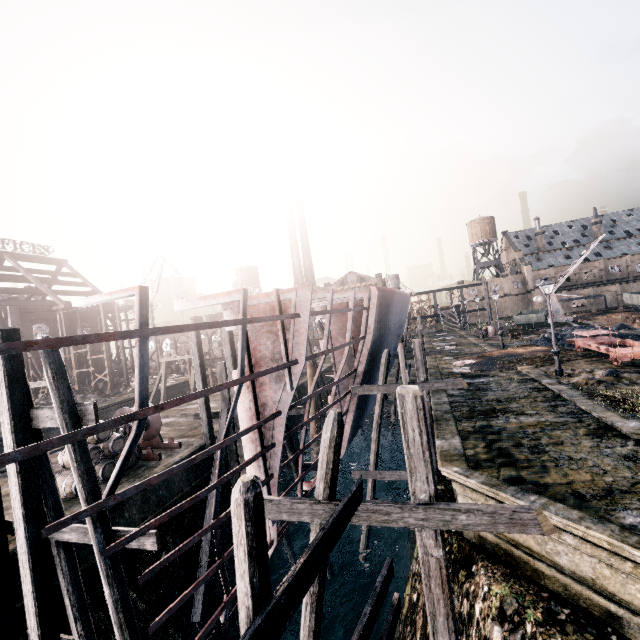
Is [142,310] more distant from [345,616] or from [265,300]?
[345,616]

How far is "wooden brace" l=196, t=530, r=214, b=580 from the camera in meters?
12.4

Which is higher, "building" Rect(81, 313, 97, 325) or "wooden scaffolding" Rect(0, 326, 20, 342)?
"building" Rect(81, 313, 97, 325)

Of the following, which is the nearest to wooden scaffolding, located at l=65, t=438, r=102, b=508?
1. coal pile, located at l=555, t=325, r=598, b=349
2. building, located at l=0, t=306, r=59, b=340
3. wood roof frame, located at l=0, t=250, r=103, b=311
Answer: coal pile, located at l=555, t=325, r=598, b=349

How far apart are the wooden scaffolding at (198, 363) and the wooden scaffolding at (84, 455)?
8.3 meters

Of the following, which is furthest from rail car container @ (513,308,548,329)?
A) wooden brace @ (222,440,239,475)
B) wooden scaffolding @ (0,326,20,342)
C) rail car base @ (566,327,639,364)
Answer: wooden scaffolding @ (0,326,20,342)

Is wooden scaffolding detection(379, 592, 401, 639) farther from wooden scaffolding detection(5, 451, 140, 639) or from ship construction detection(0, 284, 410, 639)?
ship construction detection(0, 284, 410, 639)

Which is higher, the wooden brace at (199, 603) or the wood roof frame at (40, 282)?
the wood roof frame at (40, 282)
